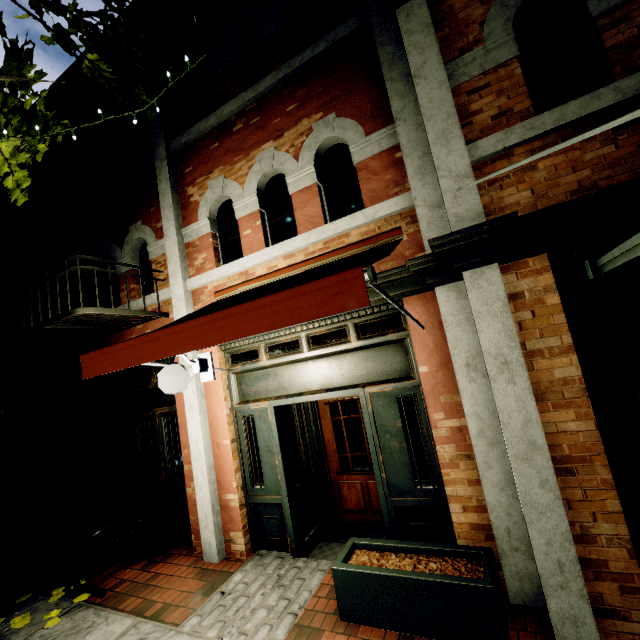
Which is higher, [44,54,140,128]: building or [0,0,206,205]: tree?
[44,54,140,128]: building

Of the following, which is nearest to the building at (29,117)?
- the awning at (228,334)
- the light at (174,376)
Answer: the awning at (228,334)

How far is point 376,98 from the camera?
4.0m

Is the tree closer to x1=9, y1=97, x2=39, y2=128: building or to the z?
x1=9, y1=97, x2=39, y2=128: building

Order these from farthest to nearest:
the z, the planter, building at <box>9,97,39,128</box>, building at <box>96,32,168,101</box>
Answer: building at <box>9,97,39,128</box>
building at <box>96,32,168,101</box>
the z
the planter

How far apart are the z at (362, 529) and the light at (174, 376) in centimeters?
310cm

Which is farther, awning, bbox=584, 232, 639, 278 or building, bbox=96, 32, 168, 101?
building, bbox=96, 32, 168, 101

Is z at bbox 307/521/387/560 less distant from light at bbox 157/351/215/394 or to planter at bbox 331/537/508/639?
planter at bbox 331/537/508/639
